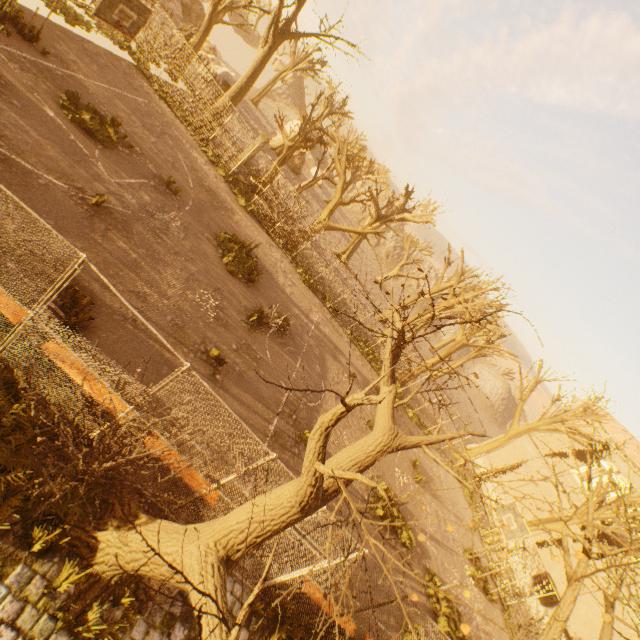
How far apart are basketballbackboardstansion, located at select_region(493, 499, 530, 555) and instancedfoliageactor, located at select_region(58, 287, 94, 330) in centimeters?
1861cm

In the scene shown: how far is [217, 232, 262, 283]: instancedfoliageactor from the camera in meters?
13.7 m

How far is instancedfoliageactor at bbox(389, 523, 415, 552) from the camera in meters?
12.9

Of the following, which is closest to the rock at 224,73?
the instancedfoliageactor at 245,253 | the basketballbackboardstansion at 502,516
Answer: the instancedfoliageactor at 245,253

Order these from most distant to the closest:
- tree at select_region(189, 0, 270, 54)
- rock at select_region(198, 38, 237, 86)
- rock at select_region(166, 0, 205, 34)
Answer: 1. rock at select_region(166, 0, 205, 34)
2. rock at select_region(198, 38, 237, 86)
3. tree at select_region(189, 0, 270, 54)

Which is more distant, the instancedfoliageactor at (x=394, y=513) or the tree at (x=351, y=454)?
the instancedfoliageactor at (x=394, y=513)

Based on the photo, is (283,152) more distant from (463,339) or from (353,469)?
(353,469)

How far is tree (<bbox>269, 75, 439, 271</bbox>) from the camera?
20.1m
